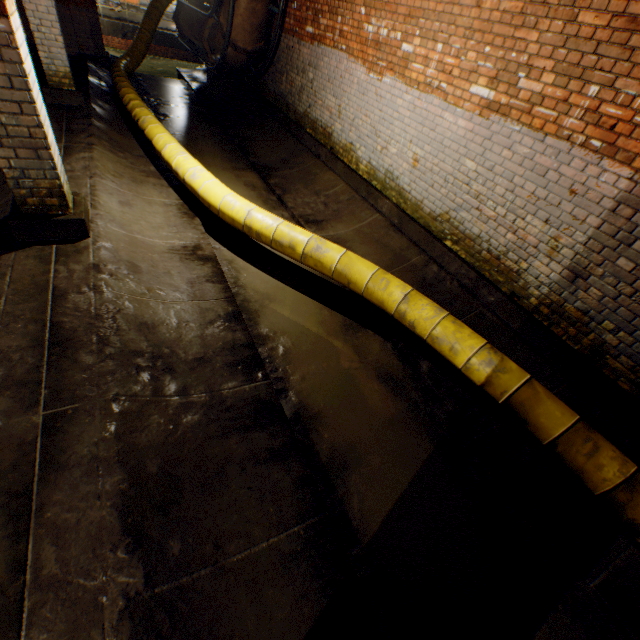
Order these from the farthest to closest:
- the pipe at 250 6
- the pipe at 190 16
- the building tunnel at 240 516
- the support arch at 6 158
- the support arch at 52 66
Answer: the pipe at 190 16 < the pipe at 250 6 < the support arch at 52 66 < the support arch at 6 158 < the building tunnel at 240 516

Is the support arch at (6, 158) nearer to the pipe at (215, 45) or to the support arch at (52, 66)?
the support arch at (52, 66)

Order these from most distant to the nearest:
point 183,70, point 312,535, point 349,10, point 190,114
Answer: point 183,70
point 190,114
point 349,10
point 312,535

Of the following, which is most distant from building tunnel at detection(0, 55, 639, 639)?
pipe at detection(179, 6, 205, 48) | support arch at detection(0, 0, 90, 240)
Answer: pipe at detection(179, 6, 205, 48)

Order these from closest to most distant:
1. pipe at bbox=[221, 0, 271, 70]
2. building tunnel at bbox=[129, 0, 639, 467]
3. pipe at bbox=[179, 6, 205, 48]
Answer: building tunnel at bbox=[129, 0, 639, 467] → pipe at bbox=[221, 0, 271, 70] → pipe at bbox=[179, 6, 205, 48]

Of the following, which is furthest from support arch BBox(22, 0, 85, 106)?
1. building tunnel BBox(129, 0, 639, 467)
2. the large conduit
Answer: the large conduit

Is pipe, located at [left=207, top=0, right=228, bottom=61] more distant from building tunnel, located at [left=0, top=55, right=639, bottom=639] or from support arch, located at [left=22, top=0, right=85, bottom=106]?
support arch, located at [left=22, top=0, right=85, bottom=106]

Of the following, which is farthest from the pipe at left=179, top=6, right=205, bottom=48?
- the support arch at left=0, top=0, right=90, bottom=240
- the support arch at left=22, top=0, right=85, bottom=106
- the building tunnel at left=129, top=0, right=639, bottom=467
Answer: the support arch at left=0, top=0, right=90, bottom=240
